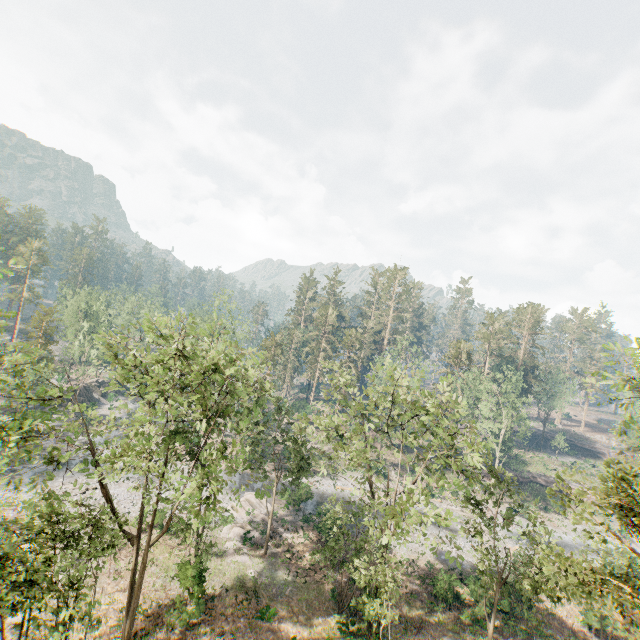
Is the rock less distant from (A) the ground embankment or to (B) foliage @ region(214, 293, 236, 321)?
(B) foliage @ region(214, 293, 236, 321)

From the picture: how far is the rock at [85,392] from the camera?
53.1m

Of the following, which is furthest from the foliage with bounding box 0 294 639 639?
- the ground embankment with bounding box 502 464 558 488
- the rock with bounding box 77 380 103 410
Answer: the rock with bounding box 77 380 103 410

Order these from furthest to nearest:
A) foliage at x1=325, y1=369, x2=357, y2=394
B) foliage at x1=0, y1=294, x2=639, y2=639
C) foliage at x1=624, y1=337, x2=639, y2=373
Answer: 1. foliage at x1=325, y1=369, x2=357, y2=394
2. foliage at x1=0, y1=294, x2=639, y2=639
3. foliage at x1=624, y1=337, x2=639, y2=373

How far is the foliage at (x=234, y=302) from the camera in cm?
4225

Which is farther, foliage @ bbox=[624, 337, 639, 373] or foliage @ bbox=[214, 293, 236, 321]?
foliage @ bbox=[214, 293, 236, 321]

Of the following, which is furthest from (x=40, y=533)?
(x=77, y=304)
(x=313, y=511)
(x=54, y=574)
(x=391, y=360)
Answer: (x=77, y=304)
